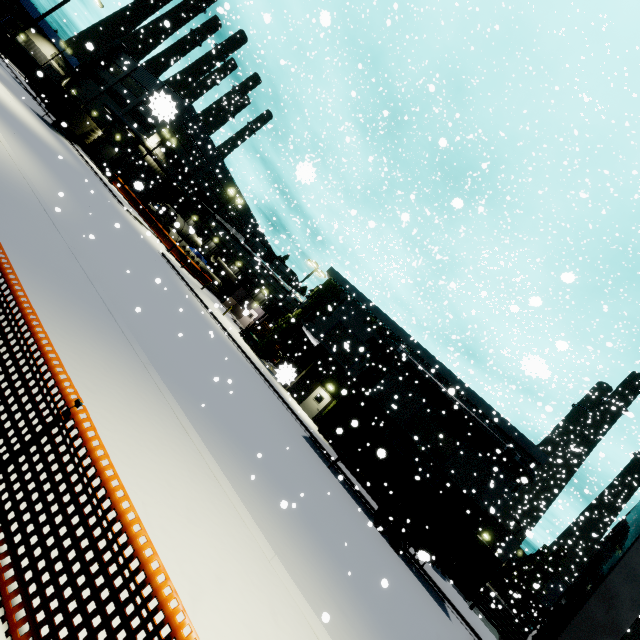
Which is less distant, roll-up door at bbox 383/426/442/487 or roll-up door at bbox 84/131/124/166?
roll-up door at bbox 383/426/442/487

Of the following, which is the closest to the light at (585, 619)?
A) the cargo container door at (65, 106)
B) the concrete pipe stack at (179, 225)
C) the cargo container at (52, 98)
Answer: the concrete pipe stack at (179, 225)

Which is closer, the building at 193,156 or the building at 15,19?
the building at 193,156

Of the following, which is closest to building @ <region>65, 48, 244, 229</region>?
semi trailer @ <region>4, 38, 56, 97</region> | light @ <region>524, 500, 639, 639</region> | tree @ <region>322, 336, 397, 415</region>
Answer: tree @ <region>322, 336, 397, 415</region>

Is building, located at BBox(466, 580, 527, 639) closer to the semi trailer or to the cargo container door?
the semi trailer

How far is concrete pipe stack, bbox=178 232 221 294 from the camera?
38.89m

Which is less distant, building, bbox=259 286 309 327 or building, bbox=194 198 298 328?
building, bbox=259 286 309 327

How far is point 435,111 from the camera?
15.2m
